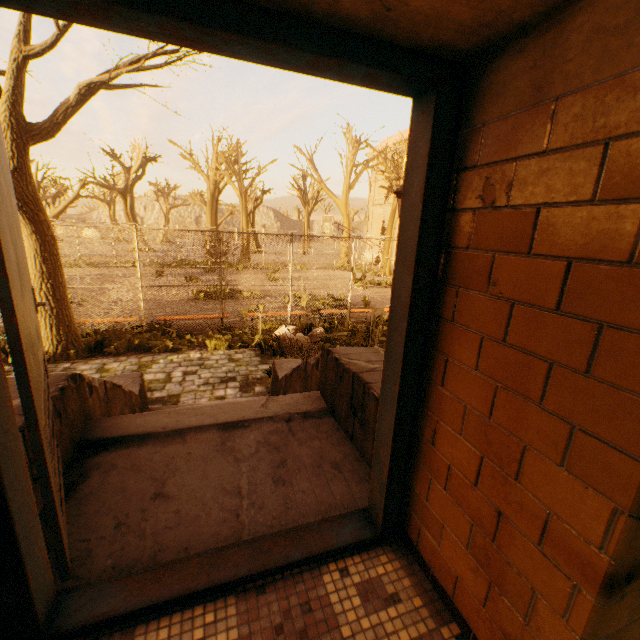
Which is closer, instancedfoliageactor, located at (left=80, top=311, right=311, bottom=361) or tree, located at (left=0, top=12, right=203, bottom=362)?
tree, located at (left=0, top=12, right=203, bottom=362)

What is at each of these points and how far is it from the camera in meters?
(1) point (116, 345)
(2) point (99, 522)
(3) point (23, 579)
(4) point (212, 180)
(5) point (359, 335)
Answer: (1) instancedfoliageactor, 7.7
(2) stairs, 1.8
(3) door, 1.1
(4) tree, 27.2
(5) instancedfoliageactor, 9.1

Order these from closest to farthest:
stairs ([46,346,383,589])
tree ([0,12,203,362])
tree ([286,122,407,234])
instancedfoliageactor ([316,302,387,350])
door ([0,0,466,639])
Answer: door ([0,0,466,639]) < stairs ([46,346,383,589]) < tree ([0,12,203,362]) < instancedfoliageactor ([316,302,387,350]) < tree ([286,122,407,234])

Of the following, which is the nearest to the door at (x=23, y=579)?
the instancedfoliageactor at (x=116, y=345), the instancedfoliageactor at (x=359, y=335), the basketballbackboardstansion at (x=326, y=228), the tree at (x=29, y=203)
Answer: the instancedfoliageactor at (x=359, y=335)

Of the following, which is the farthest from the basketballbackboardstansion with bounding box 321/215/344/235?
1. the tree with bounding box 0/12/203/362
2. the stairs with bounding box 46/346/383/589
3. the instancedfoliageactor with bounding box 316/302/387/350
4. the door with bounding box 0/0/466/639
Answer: the door with bounding box 0/0/466/639

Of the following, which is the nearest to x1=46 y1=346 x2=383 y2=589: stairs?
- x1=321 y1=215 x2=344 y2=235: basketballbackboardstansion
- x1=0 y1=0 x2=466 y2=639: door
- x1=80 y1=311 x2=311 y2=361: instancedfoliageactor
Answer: x1=0 y1=0 x2=466 y2=639: door

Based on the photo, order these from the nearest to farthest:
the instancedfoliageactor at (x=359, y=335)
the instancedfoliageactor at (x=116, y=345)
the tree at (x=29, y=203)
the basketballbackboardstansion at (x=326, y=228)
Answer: the tree at (x=29, y=203), the instancedfoliageactor at (x=116, y=345), the instancedfoliageactor at (x=359, y=335), the basketballbackboardstansion at (x=326, y=228)

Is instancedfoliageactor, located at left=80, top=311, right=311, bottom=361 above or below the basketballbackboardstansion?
below
